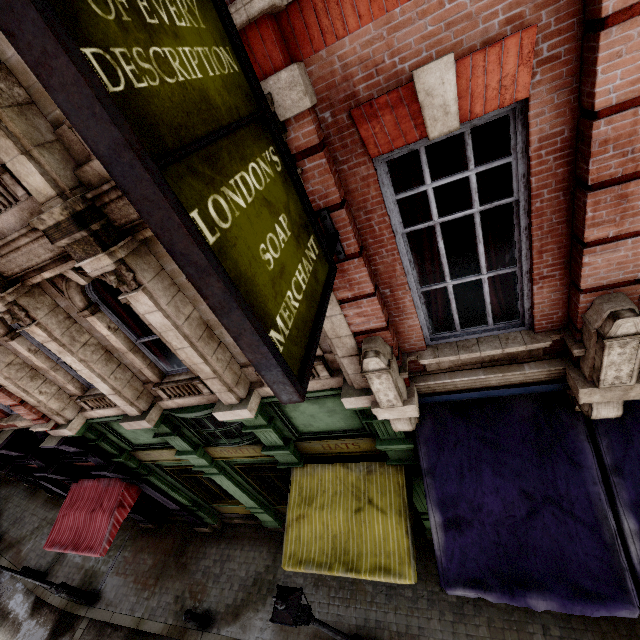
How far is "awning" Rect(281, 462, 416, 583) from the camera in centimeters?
556cm

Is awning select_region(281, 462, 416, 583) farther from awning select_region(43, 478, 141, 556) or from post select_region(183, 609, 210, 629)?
awning select_region(43, 478, 141, 556)

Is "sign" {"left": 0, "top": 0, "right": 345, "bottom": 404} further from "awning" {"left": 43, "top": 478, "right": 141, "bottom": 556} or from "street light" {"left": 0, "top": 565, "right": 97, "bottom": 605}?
"street light" {"left": 0, "top": 565, "right": 97, "bottom": 605}

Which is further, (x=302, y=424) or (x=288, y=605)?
(x=302, y=424)

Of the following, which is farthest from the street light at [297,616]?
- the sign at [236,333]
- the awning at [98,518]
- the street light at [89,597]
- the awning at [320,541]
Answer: the street light at [89,597]

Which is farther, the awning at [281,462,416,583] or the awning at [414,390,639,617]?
the awning at [281,462,416,583]

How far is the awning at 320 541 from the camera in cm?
556

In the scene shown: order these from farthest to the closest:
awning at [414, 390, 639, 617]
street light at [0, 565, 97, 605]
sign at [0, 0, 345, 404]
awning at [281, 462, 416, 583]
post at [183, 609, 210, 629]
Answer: street light at [0, 565, 97, 605] → post at [183, 609, 210, 629] → awning at [281, 462, 416, 583] → awning at [414, 390, 639, 617] → sign at [0, 0, 345, 404]
